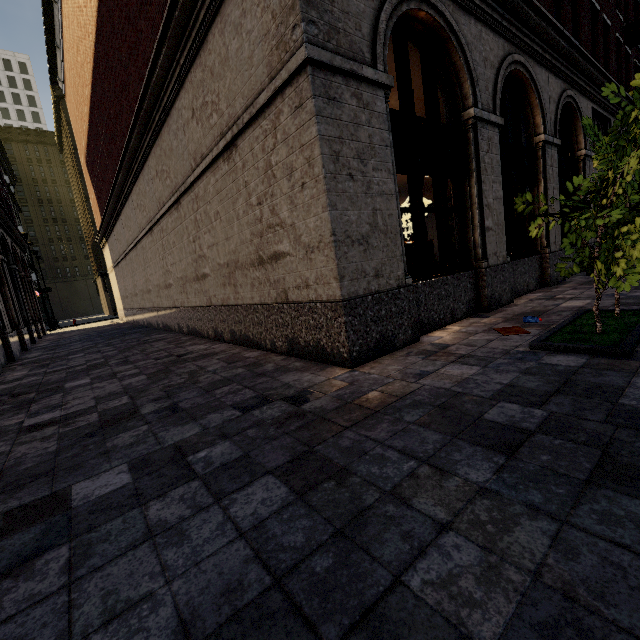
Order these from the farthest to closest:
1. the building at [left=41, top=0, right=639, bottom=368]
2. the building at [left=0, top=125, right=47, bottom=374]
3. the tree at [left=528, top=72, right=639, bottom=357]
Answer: the building at [left=0, top=125, right=47, bottom=374] → the building at [left=41, top=0, right=639, bottom=368] → the tree at [left=528, top=72, right=639, bottom=357]

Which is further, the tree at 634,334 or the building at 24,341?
the building at 24,341

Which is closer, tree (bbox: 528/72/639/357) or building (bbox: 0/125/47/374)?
tree (bbox: 528/72/639/357)

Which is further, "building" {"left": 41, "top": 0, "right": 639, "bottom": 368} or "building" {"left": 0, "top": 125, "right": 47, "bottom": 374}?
"building" {"left": 0, "top": 125, "right": 47, "bottom": 374}

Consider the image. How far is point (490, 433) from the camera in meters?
2.6

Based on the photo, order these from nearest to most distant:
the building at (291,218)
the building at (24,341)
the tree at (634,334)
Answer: the tree at (634,334) → the building at (291,218) → the building at (24,341)
